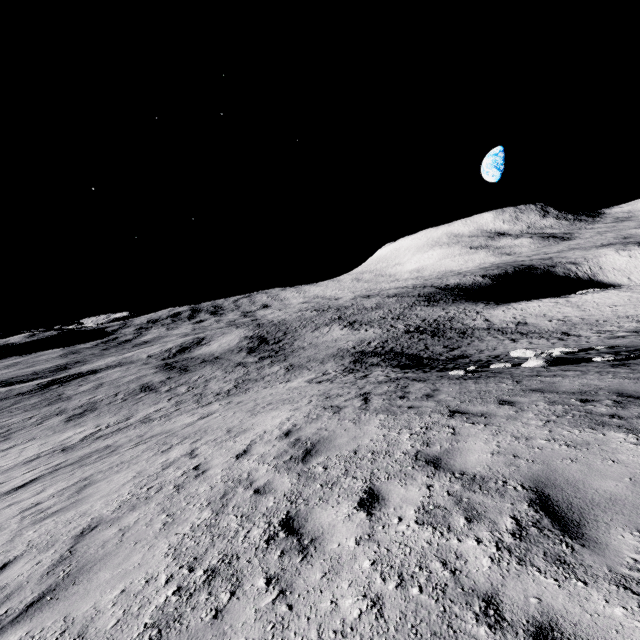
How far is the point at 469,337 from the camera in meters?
38.3
